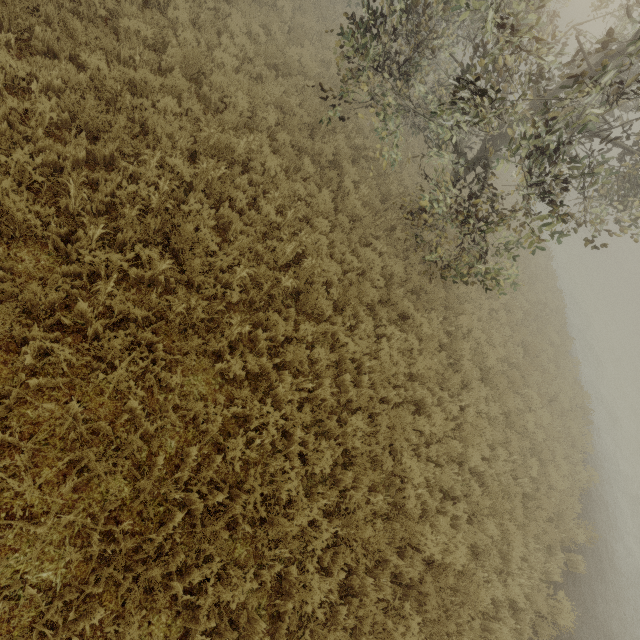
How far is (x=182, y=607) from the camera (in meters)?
3.76
